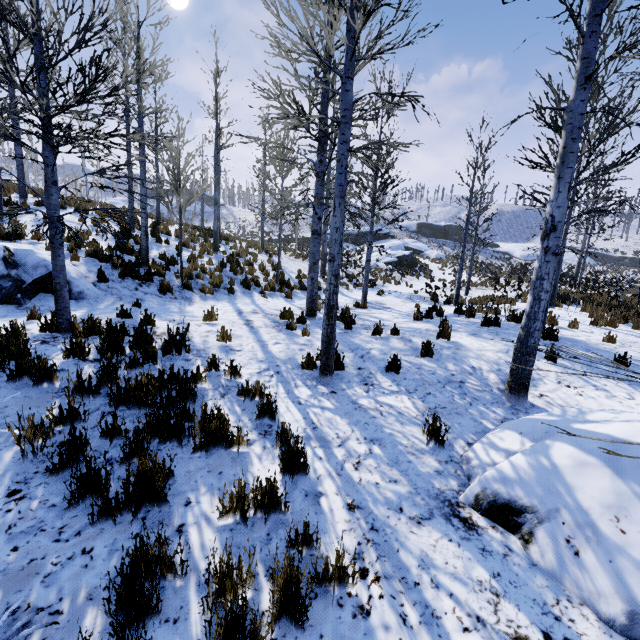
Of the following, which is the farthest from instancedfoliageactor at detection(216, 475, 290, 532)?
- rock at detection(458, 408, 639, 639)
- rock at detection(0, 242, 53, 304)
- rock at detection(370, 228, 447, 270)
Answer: rock at detection(370, 228, 447, 270)

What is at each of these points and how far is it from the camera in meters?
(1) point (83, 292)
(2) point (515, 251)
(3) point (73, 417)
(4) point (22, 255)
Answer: (1) rock, 7.7
(2) rock, 55.8
(3) instancedfoliageactor, 3.4
(4) rock, 7.3

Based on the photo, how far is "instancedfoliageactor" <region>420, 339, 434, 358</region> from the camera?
6.05m

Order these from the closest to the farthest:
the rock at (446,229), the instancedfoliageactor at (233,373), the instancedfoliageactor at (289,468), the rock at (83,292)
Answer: the instancedfoliageactor at (289,468), the instancedfoliageactor at (233,373), the rock at (83,292), the rock at (446,229)

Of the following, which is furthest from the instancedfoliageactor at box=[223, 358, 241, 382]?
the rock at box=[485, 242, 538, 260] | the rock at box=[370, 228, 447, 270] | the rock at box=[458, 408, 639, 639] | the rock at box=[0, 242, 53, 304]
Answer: the rock at box=[485, 242, 538, 260]

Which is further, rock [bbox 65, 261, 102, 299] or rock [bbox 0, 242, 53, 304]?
rock [bbox 65, 261, 102, 299]

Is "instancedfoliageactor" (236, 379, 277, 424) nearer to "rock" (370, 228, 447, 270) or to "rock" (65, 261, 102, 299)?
"rock" (65, 261, 102, 299)

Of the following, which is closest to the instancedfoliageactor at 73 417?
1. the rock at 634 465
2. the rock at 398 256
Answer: the rock at 634 465
